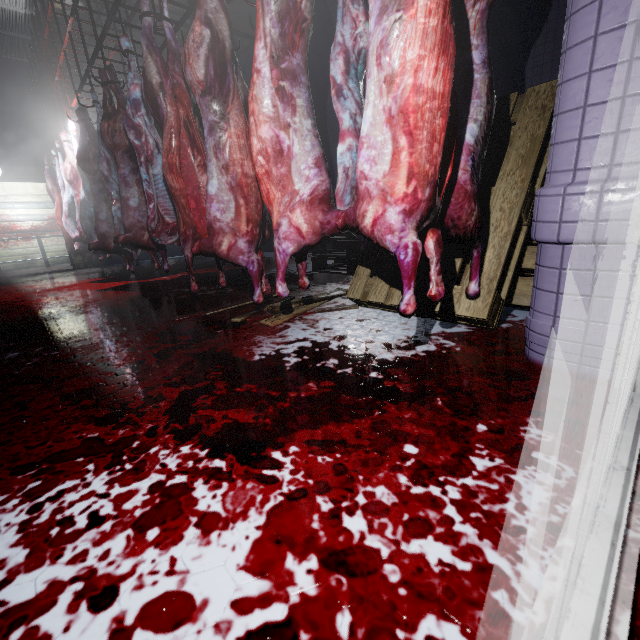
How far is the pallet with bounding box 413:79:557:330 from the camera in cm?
173

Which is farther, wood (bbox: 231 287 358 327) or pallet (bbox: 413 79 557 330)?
wood (bbox: 231 287 358 327)

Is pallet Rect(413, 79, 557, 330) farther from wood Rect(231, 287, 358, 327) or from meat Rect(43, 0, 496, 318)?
meat Rect(43, 0, 496, 318)

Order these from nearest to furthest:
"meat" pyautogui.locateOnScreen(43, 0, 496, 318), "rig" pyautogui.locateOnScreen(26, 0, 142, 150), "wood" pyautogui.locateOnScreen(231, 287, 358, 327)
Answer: "meat" pyautogui.locateOnScreen(43, 0, 496, 318), "wood" pyautogui.locateOnScreen(231, 287, 358, 327), "rig" pyautogui.locateOnScreen(26, 0, 142, 150)

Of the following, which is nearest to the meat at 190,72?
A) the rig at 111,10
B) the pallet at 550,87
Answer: the rig at 111,10

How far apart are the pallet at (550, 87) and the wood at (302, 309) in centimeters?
8cm

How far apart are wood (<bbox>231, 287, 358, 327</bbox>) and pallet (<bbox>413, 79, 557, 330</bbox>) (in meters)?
0.08

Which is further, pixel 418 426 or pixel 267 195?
pixel 267 195
